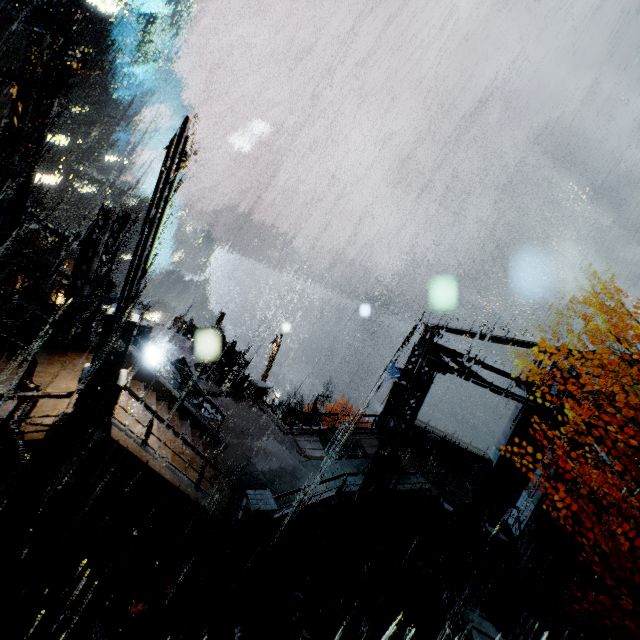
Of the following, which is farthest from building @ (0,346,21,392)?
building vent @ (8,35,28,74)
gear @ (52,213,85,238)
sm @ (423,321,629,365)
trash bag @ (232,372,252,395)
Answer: gear @ (52,213,85,238)

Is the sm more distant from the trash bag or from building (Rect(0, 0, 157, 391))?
the trash bag

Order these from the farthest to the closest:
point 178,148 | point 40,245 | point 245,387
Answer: point 40,245 → point 245,387 → point 178,148

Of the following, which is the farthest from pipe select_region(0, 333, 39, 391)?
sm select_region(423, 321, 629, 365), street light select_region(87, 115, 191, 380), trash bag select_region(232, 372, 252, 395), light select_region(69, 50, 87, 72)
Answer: sm select_region(423, 321, 629, 365)

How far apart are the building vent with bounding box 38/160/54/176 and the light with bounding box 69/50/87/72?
50.5m

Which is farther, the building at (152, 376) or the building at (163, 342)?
the building at (163, 342)

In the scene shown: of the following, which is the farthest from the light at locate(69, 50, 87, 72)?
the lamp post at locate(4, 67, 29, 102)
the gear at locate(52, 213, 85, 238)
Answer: the gear at locate(52, 213, 85, 238)

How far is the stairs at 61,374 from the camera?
8.7 meters
